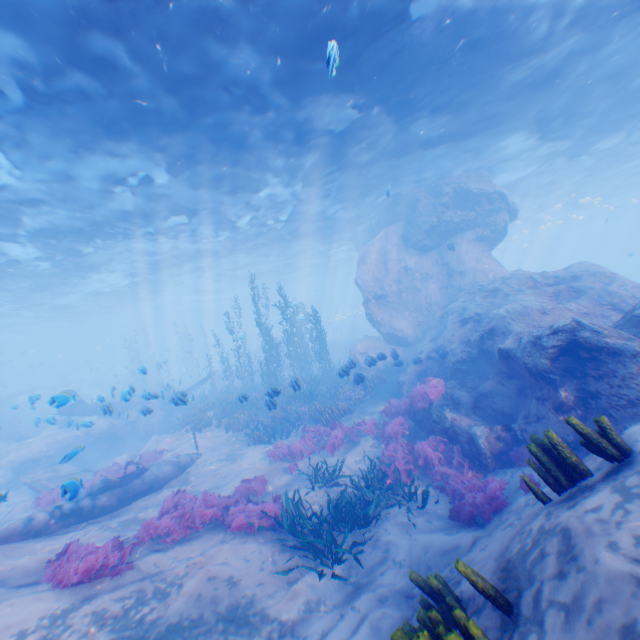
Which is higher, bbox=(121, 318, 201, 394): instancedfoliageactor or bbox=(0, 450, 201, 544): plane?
bbox=(121, 318, 201, 394): instancedfoliageactor

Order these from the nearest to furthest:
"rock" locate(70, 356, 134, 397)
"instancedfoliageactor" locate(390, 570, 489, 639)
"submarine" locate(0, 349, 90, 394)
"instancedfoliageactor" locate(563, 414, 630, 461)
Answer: "instancedfoliageactor" locate(390, 570, 489, 639) → "instancedfoliageactor" locate(563, 414, 630, 461) → "rock" locate(70, 356, 134, 397) → "submarine" locate(0, 349, 90, 394)

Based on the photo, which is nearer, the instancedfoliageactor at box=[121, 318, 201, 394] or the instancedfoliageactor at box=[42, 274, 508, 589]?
the instancedfoliageactor at box=[42, 274, 508, 589]

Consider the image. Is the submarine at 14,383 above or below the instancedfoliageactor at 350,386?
above

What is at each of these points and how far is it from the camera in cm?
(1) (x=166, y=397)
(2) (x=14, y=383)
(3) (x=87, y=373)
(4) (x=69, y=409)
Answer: (1) plane, 2895
(2) submarine, 5106
(3) rock, 5353
(4) plane, 2147

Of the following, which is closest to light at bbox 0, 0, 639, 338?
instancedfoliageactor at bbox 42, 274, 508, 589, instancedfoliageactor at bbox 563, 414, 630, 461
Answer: instancedfoliageactor at bbox 42, 274, 508, 589

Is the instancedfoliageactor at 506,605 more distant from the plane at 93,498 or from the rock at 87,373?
the plane at 93,498

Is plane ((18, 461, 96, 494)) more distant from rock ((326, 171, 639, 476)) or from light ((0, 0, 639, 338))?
light ((0, 0, 639, 338))
